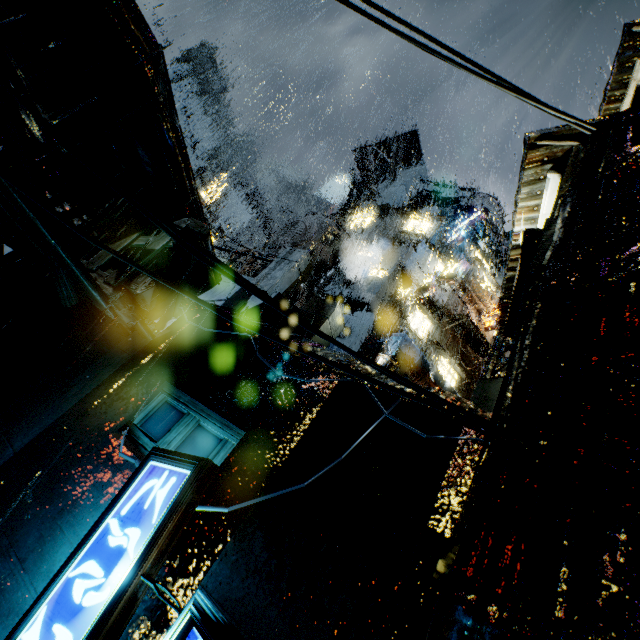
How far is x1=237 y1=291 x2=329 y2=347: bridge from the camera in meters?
7.7 m

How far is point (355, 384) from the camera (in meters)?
5.20

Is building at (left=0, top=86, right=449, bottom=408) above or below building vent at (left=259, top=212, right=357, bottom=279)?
below

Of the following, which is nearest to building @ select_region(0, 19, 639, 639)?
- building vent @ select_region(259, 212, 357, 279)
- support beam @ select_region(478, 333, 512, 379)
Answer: building vent @ select_region(259, 212, 357, 279)

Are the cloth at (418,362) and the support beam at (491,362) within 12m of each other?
yes

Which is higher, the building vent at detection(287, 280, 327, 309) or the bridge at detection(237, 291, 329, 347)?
the building vent at detection(287, 280, 327, 309)

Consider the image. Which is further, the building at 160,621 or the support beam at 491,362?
the support beam at 491,362

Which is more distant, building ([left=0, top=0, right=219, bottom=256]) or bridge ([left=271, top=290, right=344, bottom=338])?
bridge ([left=271, top=290, right=344, bottom=338])
